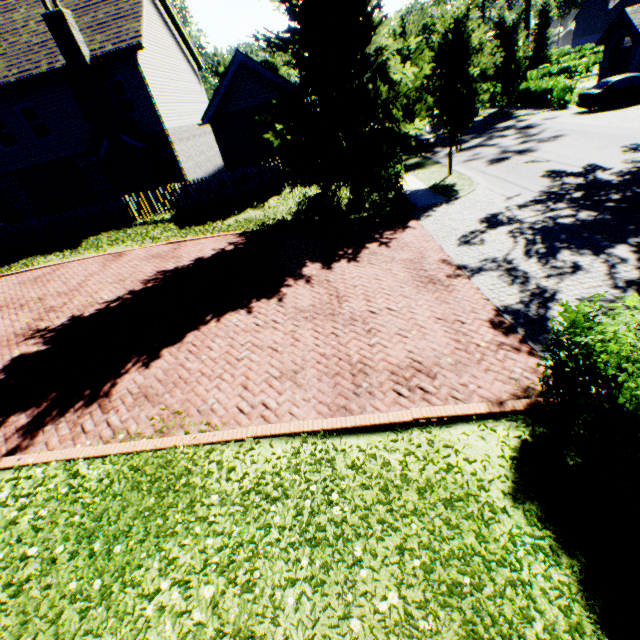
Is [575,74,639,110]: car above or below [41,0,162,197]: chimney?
below

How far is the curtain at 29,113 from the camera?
16.9m

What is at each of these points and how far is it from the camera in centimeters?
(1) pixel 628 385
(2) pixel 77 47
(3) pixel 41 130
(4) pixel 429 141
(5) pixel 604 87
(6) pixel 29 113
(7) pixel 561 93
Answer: (1) hedge, 315cm
(2) chimney, 1479cm
(3) curtain, 1748cm
(4) car, 2188cm
(5) car, 2038cm
(6) curtain, 1698cm
(7) hedge, 2445cm

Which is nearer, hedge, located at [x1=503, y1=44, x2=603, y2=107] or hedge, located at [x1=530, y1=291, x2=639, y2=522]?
hedge, located at [x1=530, y1=291, x2=639, y2=522]

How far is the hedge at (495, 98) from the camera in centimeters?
3234cm

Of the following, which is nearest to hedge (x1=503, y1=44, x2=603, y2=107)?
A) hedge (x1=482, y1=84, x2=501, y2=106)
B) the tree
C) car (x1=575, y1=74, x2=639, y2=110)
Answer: the tree

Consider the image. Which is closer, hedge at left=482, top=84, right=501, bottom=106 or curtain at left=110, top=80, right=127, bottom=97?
curtain at left=110, top=80, right=127, bottom=97

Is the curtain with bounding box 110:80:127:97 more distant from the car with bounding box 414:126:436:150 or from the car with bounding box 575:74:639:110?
the car with bounding box 575:74:639:110
